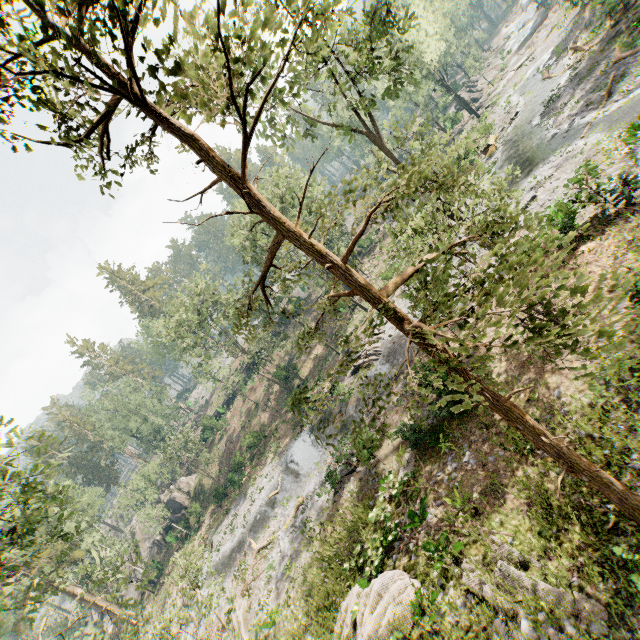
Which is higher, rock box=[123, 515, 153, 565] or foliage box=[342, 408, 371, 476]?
foliage box=[342, 408, 371, 476]

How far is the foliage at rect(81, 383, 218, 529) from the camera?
42.31m

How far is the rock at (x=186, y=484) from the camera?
48.2 meters

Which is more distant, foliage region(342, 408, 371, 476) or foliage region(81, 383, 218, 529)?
foliage region(81, 383, 218, 529)

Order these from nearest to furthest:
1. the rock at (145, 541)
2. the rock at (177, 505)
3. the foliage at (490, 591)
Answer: the foliage at (490, 591), the rock at (177, 505), the rock at (145, 541)

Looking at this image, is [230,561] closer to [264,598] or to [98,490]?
[264,598]
